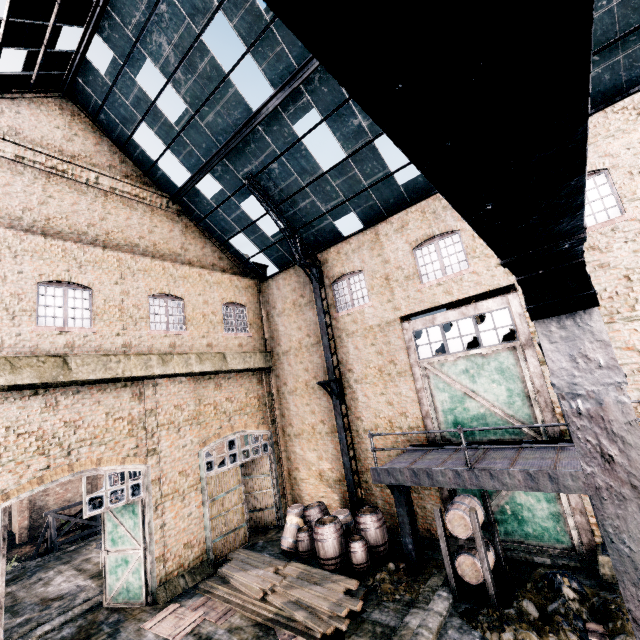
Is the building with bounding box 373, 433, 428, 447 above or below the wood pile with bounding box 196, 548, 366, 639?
above

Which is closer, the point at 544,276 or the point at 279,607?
the point at 544,276

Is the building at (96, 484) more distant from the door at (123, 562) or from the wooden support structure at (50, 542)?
the door at (123, 562)

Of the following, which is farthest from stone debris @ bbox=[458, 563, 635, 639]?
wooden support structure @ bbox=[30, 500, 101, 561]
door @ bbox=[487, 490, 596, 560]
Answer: wooden support structure @ bbox=[30, 500, 101, 561]

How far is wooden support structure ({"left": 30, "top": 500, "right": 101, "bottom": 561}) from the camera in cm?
2155

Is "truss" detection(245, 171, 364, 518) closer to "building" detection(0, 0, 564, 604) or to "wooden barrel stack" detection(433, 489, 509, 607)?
"building" detection(0, 0, 564, 604)

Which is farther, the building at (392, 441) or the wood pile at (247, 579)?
the building at (392, 441)

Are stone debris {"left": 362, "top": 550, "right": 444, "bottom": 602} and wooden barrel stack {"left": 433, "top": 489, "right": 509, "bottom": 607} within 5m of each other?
yes
